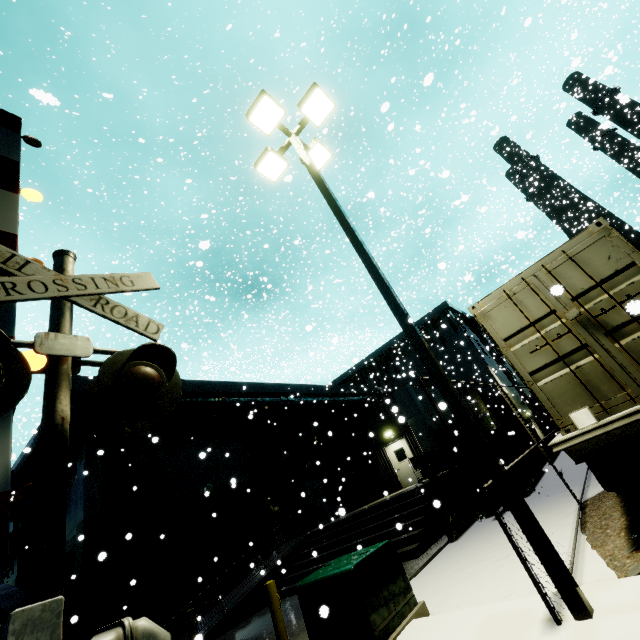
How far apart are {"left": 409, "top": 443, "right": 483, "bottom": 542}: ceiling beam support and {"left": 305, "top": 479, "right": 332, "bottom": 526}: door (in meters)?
10.41

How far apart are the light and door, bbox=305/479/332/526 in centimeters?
1824cm

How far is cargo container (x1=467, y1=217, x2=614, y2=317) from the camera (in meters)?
5.35

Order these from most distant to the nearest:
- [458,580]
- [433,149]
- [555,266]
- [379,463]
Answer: [433,149] → [379,463] → [458,580] → [555,266]

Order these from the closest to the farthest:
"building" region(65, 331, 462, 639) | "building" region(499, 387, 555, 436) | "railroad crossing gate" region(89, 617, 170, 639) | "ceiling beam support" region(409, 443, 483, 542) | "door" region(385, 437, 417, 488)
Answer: "railroad crossing gate" region(89, 617, 170, 639), "ceiling beam support" region(409, 443, 483, 542), "building" region(65, 331, 462, 639), "door" region(385, 437, 417, 488), "building" region(499, 387, 555, 436)

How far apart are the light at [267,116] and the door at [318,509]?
18.2m

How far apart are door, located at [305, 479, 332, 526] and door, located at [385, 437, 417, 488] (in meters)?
5.00

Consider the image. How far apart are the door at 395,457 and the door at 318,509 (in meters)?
5.00
